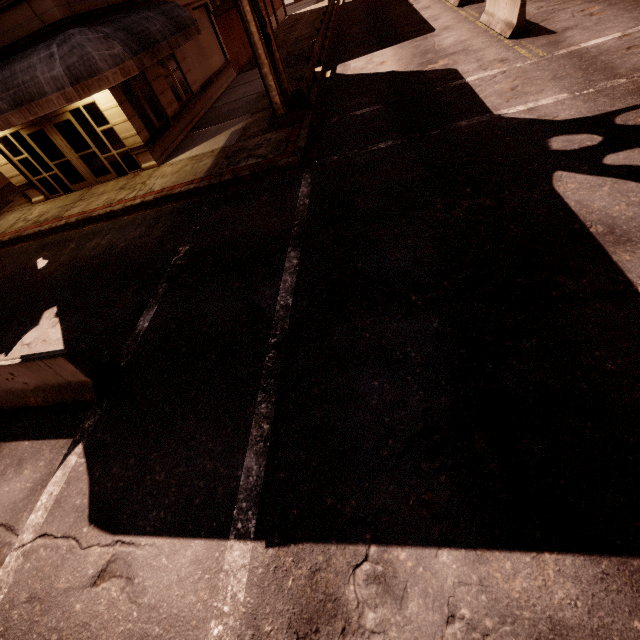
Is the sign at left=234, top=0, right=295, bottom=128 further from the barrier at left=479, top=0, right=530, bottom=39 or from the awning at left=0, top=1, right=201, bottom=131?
the barrier at left=479, top=0, right=530, bottom=39

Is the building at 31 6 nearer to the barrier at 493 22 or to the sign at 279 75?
the sign at 279 75

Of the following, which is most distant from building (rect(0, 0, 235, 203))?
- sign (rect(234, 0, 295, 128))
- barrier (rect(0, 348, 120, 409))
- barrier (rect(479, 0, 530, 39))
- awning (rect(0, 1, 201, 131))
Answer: barrier (rect(479, 0, 530, 39))

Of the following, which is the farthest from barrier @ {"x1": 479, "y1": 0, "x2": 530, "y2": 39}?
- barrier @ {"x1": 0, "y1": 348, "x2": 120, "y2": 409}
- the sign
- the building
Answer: barrier @ {"x1": 0, "y1": 348, "x2": 120, "y2": 409}

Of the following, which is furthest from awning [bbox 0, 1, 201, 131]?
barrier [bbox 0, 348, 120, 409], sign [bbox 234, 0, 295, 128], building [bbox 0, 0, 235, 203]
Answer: barrier [bbox 0, 348, 120, 409]

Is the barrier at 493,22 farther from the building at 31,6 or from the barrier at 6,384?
the barrier at 6,384

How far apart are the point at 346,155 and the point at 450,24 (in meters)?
12.65

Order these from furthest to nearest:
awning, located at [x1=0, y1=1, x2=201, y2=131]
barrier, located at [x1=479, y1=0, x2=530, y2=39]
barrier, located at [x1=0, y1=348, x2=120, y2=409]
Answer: barrier, located at [x1=479, y1=0, x2=530, y2=39]
awning, located at [x1=0, y1=1, x2=201, y2=131]
barrier, located at [x1=0, y1=348, x2=120, y2=409]
